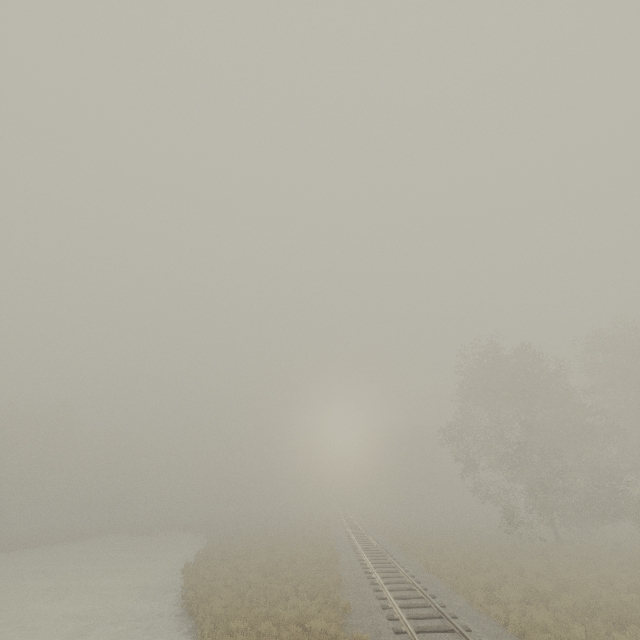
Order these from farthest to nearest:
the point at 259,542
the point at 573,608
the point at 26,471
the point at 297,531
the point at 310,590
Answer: the point at 26,471 → the point at 297,531 → the point at 259,542 → the point at 310,590 → the point at 573,608
